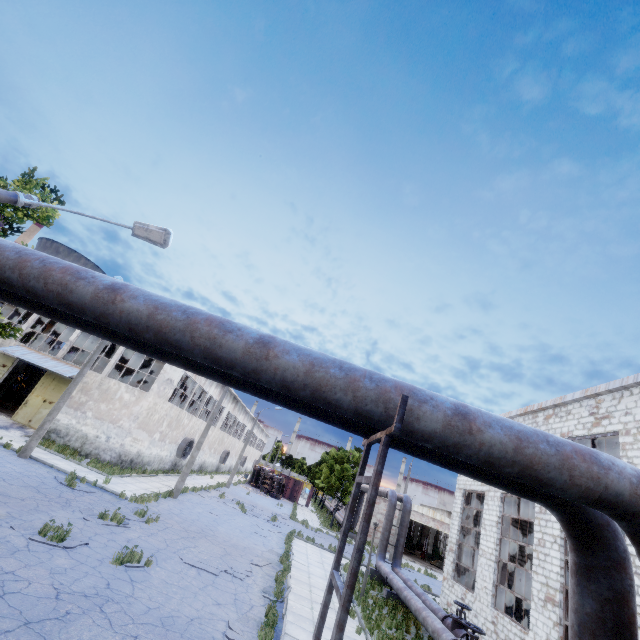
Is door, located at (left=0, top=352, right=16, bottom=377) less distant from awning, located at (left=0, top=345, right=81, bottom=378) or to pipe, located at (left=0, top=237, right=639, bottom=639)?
awning, located at (left=0, top=345, right=81, bottom=378)

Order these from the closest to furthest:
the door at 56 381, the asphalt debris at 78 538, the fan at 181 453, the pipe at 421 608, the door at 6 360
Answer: → the asphalt debris at 78 538 < the pipe at 421 608 < the door at 56 381 < the door at 6 360 < the fan at 181 453

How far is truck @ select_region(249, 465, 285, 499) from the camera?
45.0m

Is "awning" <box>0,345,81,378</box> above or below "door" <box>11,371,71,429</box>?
above

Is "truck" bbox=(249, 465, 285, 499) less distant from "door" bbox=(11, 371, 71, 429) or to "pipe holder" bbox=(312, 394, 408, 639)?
"door" bbox=(11, 371, 71, 429)

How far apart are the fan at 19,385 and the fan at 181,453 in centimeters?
1784cm

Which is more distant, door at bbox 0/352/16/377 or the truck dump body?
the truck dump body

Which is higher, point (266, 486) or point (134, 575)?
point (266, 486)
